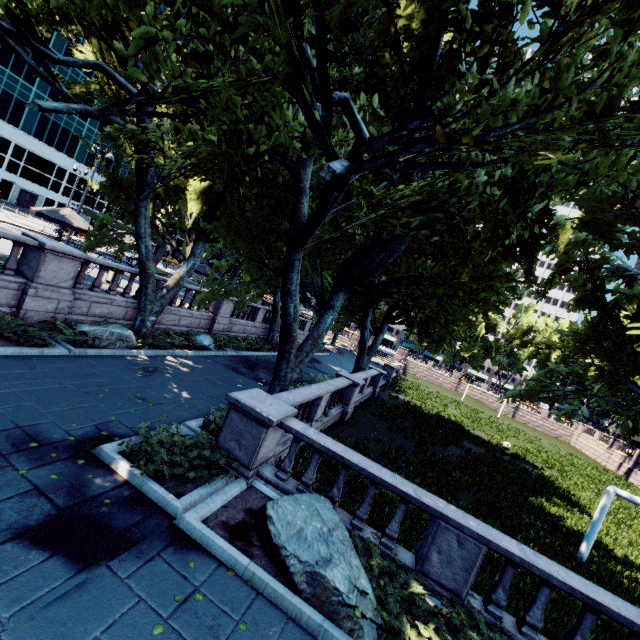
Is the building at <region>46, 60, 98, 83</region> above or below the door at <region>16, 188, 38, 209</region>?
above

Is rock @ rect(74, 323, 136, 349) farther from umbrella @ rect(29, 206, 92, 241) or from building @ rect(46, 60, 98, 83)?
building @ rect(46, 60, 98, 83)

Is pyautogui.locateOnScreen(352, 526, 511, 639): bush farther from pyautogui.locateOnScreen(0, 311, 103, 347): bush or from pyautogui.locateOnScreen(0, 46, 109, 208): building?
pyautogui.locateOnScreen(0, 46, 109, 208): building

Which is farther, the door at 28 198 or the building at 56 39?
the door at 28 198

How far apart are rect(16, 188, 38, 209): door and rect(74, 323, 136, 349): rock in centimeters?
5843cm

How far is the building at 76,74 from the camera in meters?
50.2

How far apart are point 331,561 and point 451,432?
22.6m

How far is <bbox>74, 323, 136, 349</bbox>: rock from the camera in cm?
1211
